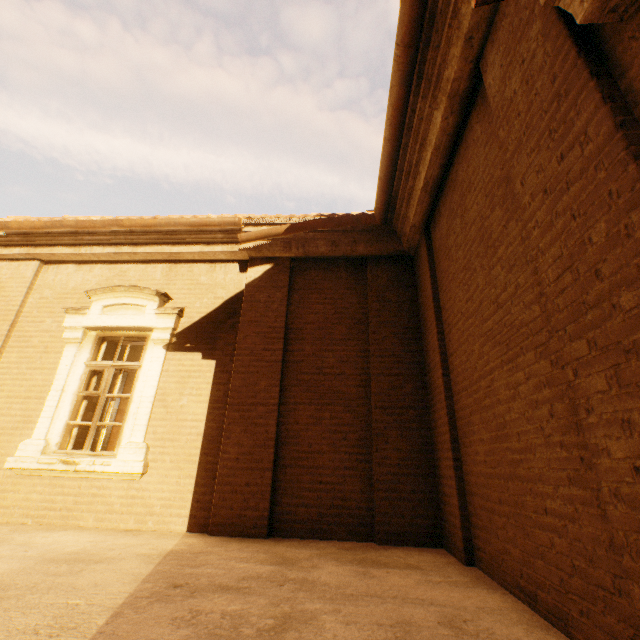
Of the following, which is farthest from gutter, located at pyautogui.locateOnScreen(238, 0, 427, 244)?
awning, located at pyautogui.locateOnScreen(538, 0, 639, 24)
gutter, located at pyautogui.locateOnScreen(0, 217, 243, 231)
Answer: awning, located at pyautogui.locateOnScreen(538, 0, 639, 24)

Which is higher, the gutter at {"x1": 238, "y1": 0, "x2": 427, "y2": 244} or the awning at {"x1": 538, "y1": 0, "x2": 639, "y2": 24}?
the gutter at {"x1": 238, "y1": 0, "x2": 427, "y2": 244}

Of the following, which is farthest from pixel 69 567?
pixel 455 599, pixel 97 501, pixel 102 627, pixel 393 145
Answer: pixel 393 145

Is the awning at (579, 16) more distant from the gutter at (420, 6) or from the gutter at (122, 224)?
the gutter at (122, 224)

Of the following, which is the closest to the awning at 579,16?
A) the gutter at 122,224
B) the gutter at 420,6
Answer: the gutter at 420,6

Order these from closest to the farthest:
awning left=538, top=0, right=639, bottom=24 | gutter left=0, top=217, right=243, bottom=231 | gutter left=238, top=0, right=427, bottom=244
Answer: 1. awning left=538, top=0, right=639, bottom=24
2. gutter left=238, top=0, right=427, bottom=244
3. gutter left=0, top=217, right=243, bottom=231

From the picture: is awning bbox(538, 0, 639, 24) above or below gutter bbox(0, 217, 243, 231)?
below
